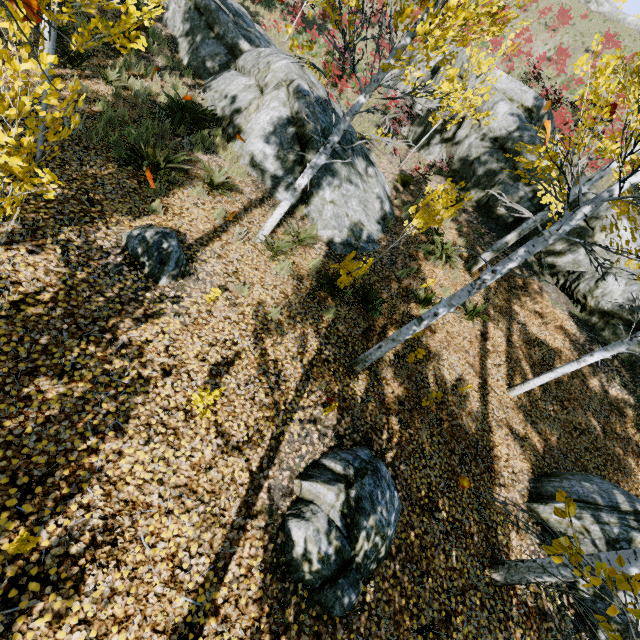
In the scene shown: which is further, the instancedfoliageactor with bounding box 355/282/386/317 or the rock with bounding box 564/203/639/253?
the rock with bounding box 564/203/639/253

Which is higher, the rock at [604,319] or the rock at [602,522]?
the rock at [604,319]

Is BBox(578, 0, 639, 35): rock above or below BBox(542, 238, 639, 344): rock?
above

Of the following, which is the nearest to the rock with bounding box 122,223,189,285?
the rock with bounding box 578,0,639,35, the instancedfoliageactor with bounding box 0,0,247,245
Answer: the instancedfoliageactor with bounding box 0,0,247,245

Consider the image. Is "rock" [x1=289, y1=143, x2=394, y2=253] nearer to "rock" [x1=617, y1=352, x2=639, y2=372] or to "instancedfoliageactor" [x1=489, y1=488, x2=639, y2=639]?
"instancedfoliageactor" [x1=489, y1=488, x2=639, y2=639]

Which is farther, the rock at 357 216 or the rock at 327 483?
the rock at 357 216

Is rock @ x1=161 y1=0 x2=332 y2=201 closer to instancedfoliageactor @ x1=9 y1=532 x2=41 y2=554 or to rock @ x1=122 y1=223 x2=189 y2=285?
instancedfoliageactor @ x1=9 y1=532 x2=41 y2=554

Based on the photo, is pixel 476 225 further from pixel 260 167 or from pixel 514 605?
pixel 514 605
